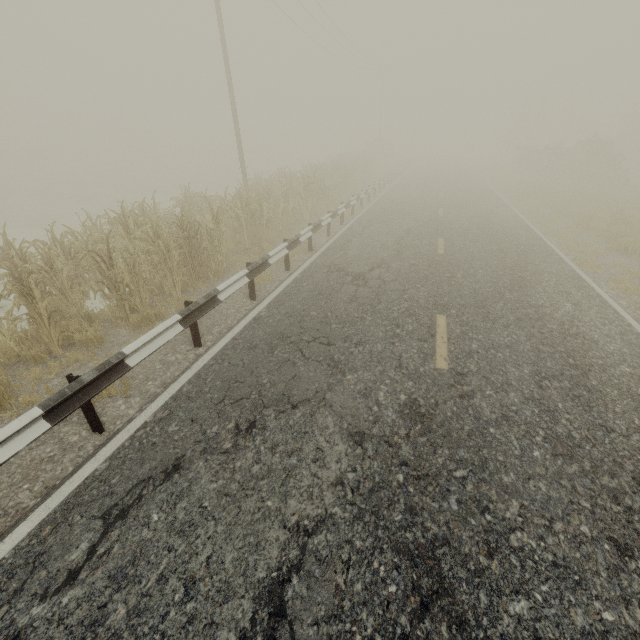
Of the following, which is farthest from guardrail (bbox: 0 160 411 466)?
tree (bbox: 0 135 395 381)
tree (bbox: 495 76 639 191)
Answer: tree (bbox: 495 76 639 191)

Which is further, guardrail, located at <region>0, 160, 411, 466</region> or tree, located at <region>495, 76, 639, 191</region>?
tree, located at <region>495, 76, 639, 191</region>

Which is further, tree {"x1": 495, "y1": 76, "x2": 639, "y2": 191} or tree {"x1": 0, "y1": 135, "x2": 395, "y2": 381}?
tree {"x1": 495, "y1": 76, "x2": 639, "y2": 191}

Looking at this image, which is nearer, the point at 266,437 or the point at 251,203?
the point at 266,437

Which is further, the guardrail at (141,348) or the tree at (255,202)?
the tree at (255,202)

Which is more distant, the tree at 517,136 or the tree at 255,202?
the tree at 517,136

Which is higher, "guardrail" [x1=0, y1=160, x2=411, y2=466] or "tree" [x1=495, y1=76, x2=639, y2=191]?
"tree" [x1=495, y1=76, x2=639, y2=191]

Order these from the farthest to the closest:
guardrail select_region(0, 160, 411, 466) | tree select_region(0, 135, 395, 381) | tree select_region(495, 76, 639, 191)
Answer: tree select_region(495, 76, 639, 191) < tree select_region(0, 135, 395, 381) < guardrail select_region(0, 160, 411, 466)
